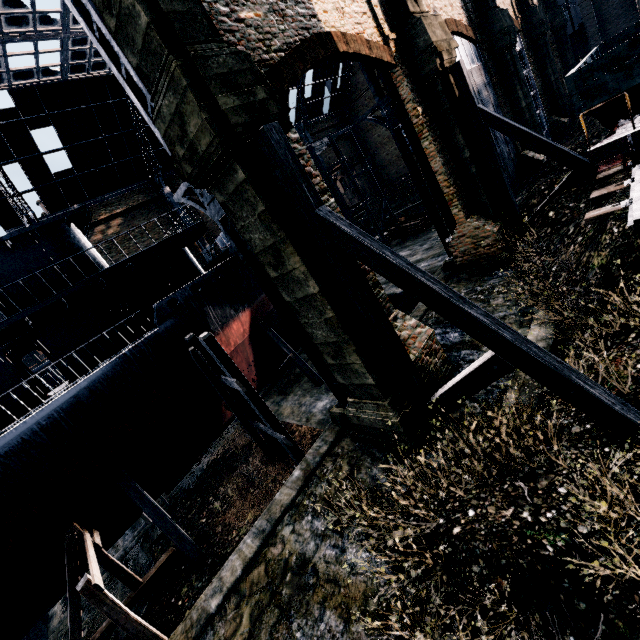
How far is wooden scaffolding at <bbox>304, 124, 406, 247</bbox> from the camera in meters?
26.7 m

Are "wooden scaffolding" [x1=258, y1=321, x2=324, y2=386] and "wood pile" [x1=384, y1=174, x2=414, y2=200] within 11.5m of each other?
no

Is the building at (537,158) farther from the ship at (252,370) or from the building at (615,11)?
the building at (615,11)

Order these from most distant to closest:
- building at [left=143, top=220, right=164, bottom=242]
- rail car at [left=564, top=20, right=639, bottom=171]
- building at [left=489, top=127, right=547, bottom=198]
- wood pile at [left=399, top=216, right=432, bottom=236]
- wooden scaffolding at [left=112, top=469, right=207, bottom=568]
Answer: building at [left=143, top=220, right=164, bottom=242], wood pile at [left=399, top=216, right=432, bottom=236], building at [left=489, top=127, right=547, bottom=198], wooden scaffolding at [left=112, top=469, right=207, bottom=568], rail car at [left=564, top=20, right=639, bottom=171]

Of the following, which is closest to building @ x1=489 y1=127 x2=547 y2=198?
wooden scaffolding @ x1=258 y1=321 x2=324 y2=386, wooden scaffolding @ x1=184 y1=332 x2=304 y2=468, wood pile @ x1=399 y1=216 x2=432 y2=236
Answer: wooden scaffolding @ x1=184 y1=332 x2=304 y2=468

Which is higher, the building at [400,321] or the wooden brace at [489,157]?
Answer: the wooden brace at [489,157]

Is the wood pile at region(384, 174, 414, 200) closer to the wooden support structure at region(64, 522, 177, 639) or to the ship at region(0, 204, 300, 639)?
the ship at region(0, 204, 300, 639)

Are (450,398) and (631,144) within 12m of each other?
yes
